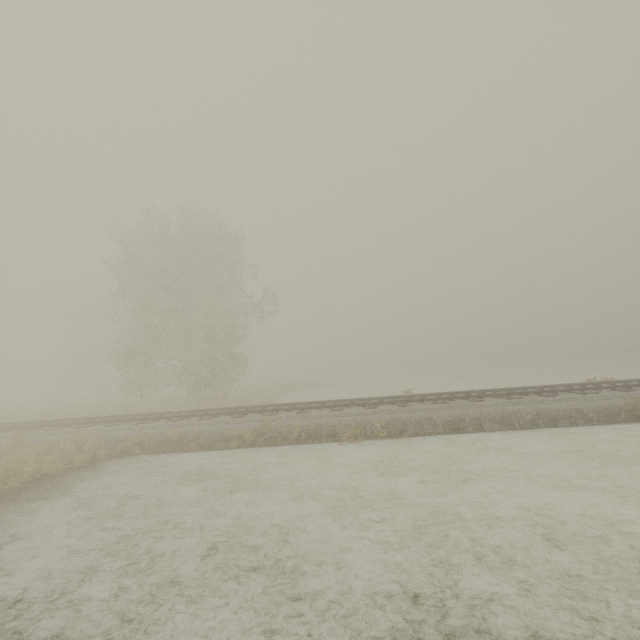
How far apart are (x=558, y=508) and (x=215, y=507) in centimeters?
708cm
